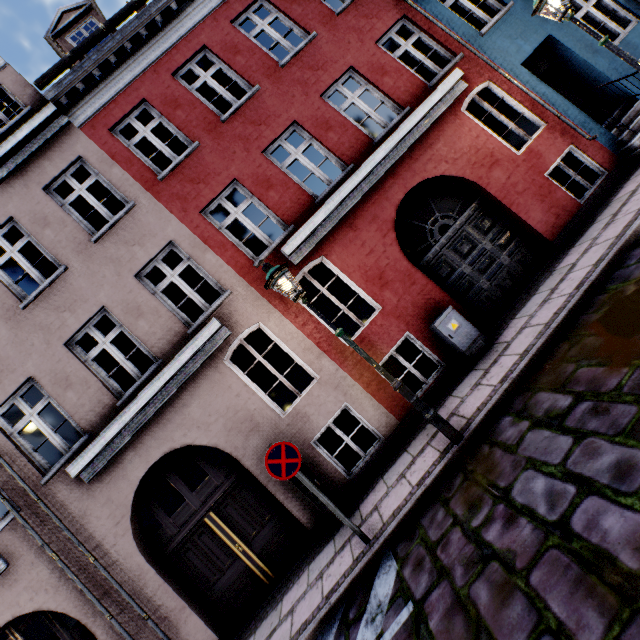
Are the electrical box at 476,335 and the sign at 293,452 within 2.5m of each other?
no

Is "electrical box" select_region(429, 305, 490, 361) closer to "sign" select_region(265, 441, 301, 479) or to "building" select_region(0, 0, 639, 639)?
"building" select_region(0, 0, 639, 639)

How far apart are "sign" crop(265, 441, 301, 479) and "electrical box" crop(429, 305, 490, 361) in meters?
3.6

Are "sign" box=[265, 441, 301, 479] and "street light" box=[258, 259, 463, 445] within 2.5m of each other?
yes

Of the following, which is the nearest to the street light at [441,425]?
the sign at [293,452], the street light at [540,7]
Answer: the sign at [293,452]

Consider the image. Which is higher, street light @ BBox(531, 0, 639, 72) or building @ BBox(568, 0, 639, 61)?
street light @ BBox(531, 0, 639, 72)

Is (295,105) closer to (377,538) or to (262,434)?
(262,434)

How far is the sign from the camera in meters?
4.7
